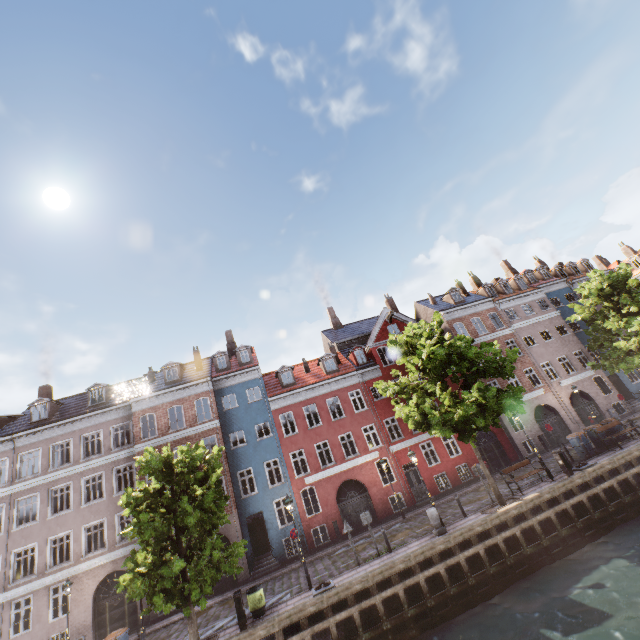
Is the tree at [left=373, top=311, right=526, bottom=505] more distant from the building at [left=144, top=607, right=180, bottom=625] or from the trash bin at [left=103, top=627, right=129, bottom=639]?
the building at [left=144, top=607, right=180, bottom=625]

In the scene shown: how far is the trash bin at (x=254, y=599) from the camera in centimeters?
1355cm

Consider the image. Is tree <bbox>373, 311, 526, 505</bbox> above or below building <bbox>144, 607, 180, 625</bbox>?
above

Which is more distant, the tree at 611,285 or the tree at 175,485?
the tree at 611,285

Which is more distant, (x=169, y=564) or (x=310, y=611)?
(x=169, y=564)

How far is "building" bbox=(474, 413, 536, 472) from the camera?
25.8 meters

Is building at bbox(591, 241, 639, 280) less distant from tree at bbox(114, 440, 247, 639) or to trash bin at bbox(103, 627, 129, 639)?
tree at bbox(114, 440, 247, 639)

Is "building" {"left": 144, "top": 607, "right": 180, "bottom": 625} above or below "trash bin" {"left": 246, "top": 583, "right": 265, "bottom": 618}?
above
